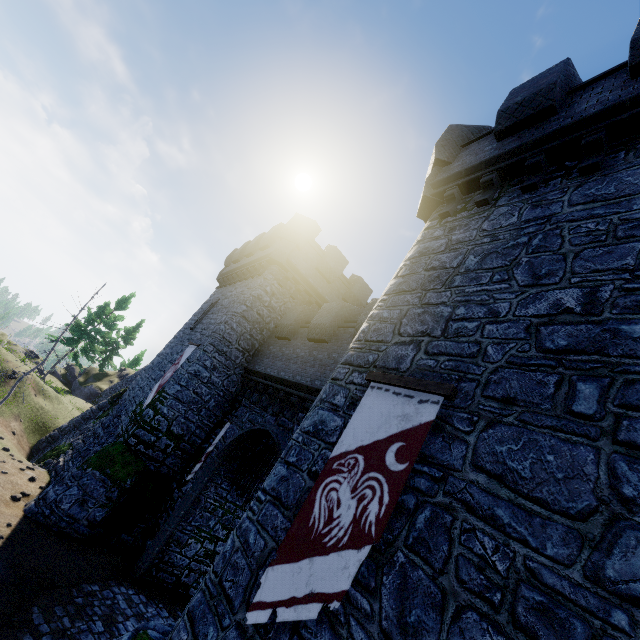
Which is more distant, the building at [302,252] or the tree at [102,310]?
the tree at [102,310]

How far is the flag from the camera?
4.0 meters

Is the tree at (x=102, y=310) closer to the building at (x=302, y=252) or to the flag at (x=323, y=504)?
the building at (x=302, y=252)

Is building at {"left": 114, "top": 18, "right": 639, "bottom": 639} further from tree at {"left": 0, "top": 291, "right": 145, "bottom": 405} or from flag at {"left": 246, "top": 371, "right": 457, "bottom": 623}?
tree at {"left": 0, "top": 291, "right": 145, "bottom": 405}

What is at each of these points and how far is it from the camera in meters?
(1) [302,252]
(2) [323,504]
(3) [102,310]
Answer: (1) building, 18.1 m
(2) flag, 4.8 m
(3) tree, 35.8 m

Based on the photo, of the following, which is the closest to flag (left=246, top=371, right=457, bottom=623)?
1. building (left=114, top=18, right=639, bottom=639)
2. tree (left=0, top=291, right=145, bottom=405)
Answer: building (left=114, top=18, right=639, bottom=639)
